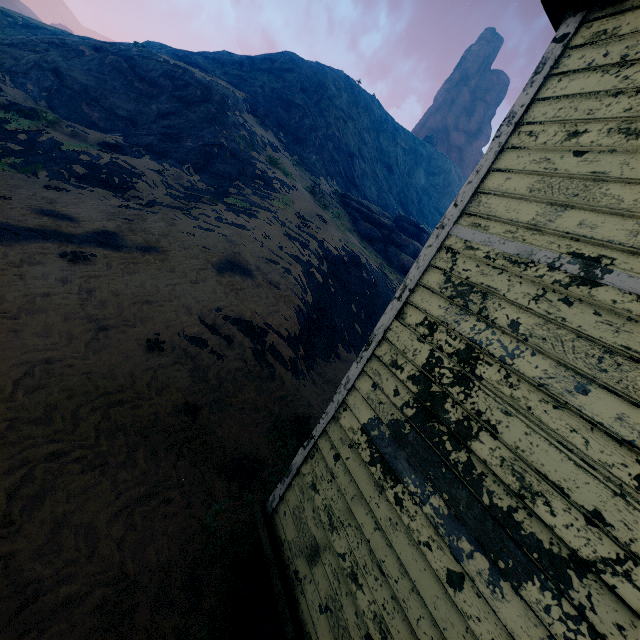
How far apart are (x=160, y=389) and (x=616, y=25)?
7.8 meters

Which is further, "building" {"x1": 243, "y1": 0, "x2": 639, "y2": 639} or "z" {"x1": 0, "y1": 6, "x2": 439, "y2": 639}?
"z" {"x1": 0, "y1": 6, "x2": 439, "y2": 639}

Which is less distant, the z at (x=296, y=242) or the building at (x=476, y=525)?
the building at (x=476, y=525)

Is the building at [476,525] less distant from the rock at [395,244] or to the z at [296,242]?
the z at [296,242]

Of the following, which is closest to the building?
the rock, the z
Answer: the z

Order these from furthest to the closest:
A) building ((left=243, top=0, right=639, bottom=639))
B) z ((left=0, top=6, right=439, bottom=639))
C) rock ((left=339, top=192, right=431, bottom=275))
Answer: rock ((left=339, top=192, right=431, bottom=275)), z ((left=0, top=6, right=439, bottom=639)), building ((left=243, top=0, right=639, bottom=639))
